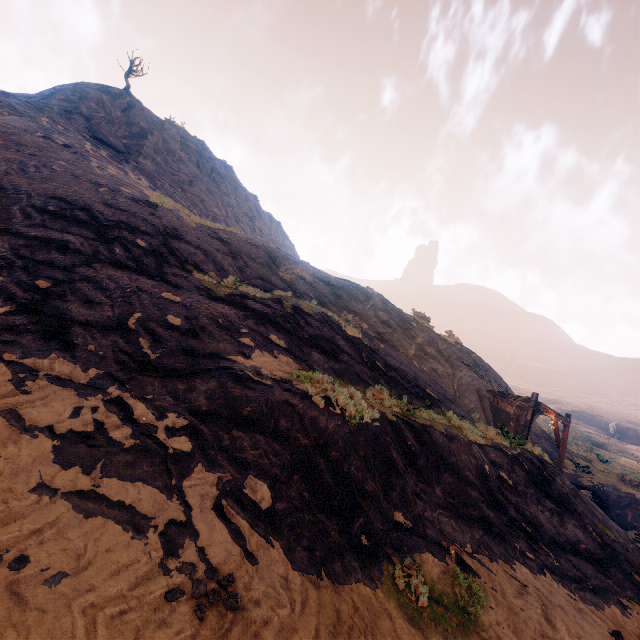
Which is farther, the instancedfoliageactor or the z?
the instancedfoliageactor

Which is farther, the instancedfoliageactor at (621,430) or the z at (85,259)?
the instancedfoliageactor at (621,430)

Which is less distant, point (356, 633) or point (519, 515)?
point (356, 633)
